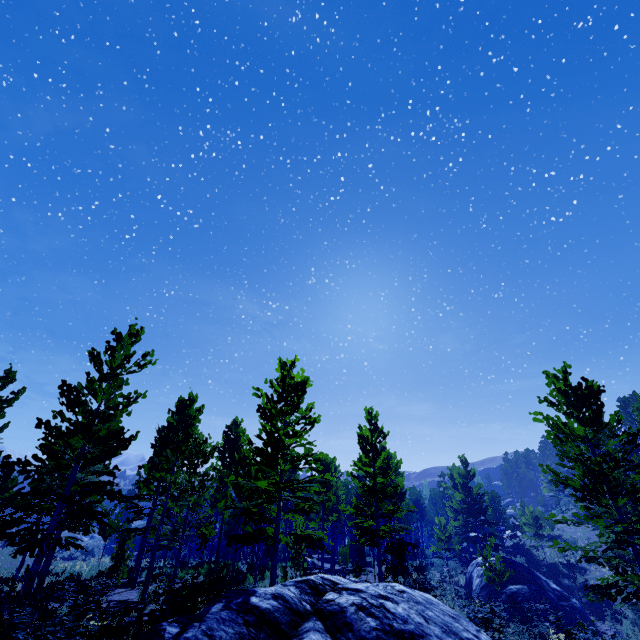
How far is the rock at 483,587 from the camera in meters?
21.3 m

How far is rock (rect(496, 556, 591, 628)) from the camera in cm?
1962

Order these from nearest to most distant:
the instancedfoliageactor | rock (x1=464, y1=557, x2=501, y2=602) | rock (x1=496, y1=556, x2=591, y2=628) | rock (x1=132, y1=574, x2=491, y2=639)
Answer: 1. rock (x1=132, y1=574, x2=491, y2=639)
2. the instancedfoliageactor
3. rock (x1=496, y1=556, x2=591, y2=628)
4. rock (x1=464, y1=557, x2=501, y2=602)

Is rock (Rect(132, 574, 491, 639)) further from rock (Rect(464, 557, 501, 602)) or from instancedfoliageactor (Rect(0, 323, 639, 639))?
rock (Rect(464, 557, 501, 602))

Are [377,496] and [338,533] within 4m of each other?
no

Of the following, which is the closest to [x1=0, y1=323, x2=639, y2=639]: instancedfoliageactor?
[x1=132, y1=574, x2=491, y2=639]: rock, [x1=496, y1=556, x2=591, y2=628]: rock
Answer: [x1=132, y1=574, x2=491, y2=639]: rock

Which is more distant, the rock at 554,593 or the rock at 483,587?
Result: the rock at 483,587
